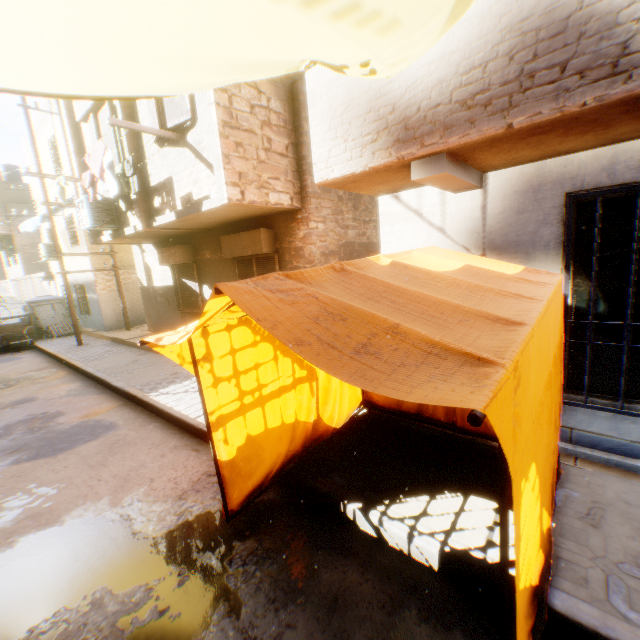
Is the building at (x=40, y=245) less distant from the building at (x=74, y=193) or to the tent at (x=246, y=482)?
the building at (x=74, y=193)

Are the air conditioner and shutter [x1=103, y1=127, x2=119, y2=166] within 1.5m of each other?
yes

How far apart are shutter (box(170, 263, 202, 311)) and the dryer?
2.91m

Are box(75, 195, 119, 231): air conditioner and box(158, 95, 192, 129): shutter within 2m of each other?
no

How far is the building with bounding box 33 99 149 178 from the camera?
7.4m

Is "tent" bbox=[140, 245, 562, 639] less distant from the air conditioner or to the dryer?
the dryer

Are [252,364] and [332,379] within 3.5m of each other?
yes

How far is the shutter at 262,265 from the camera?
7.68m
